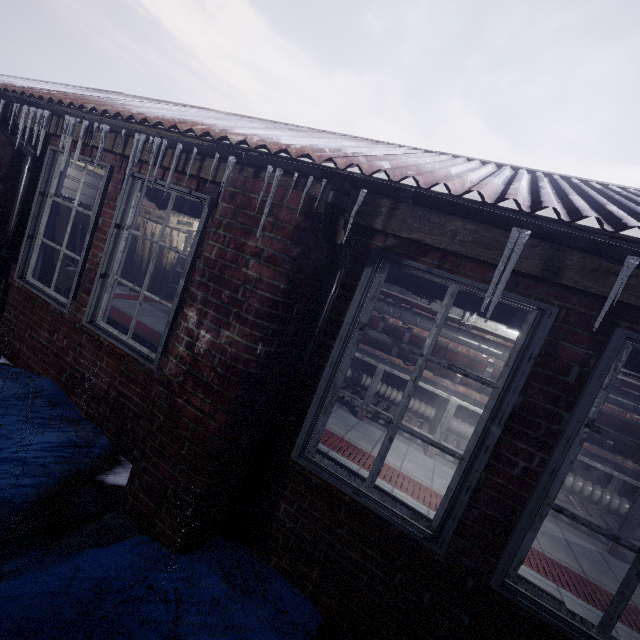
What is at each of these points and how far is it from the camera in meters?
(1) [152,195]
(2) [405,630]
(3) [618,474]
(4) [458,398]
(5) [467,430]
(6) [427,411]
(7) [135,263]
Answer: (1) pipe, 3.4
(2) window, 1.6
(3) table, 3.4
(4) table, 4.1
(5) pipe, 4.3
(6) pipe, 4.5
(7) pallet, 6.7

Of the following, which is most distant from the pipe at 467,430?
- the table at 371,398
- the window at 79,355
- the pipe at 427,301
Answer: the window at 79,355

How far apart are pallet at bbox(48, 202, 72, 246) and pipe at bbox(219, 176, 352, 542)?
2.8m

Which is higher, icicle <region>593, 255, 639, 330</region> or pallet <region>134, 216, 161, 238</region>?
icicle <region>593, 255, 639, 330</region>

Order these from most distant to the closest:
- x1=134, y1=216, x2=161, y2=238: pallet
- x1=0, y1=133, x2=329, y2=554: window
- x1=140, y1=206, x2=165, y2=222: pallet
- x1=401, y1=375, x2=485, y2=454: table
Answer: x1=140, y1=206, x2=165, y2=222: pallet → x1=134, y1=216, x2=161, y2=238: pallet → x1=401, y1=375, x2=485, y2=454: table → x1=0, y1=133, x2=329, y2=554: window

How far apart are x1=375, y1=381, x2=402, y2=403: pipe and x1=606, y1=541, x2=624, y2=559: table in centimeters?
3cm

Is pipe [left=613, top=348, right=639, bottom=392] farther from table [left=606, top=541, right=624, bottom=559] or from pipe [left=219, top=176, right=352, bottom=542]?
pipe [left=219, top=176, right=352, bottom=542]

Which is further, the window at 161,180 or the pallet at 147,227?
the pallet at 147,227
